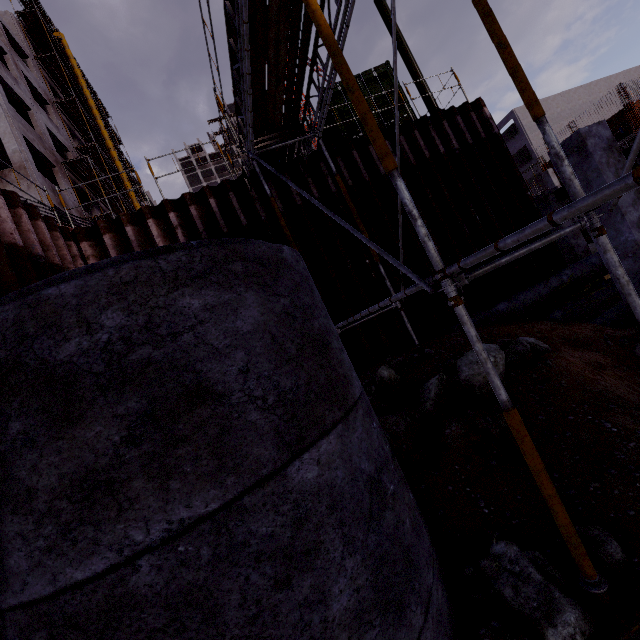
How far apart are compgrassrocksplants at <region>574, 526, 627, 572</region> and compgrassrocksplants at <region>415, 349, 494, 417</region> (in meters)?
1.92

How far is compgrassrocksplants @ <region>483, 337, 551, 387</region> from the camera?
4.7m

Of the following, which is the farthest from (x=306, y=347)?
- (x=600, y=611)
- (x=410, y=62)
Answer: (x=410, y=62)

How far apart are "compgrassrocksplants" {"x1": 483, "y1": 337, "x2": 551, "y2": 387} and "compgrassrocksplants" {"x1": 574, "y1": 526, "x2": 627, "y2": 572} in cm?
291

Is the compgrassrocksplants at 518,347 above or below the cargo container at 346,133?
below

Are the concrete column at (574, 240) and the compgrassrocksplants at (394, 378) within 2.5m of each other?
no

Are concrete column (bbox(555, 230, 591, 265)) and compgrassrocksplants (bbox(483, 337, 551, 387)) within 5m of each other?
no

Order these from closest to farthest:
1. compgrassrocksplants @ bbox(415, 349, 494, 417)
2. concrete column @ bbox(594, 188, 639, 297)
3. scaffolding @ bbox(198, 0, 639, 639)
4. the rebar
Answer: scaffolding @ bbox(198, 0, 639, 639) → compgrassrocksplants @ bbox(415, 349, 494, 417) → concrete column @ bbox(594, 188, 639, 297) → the rebar
